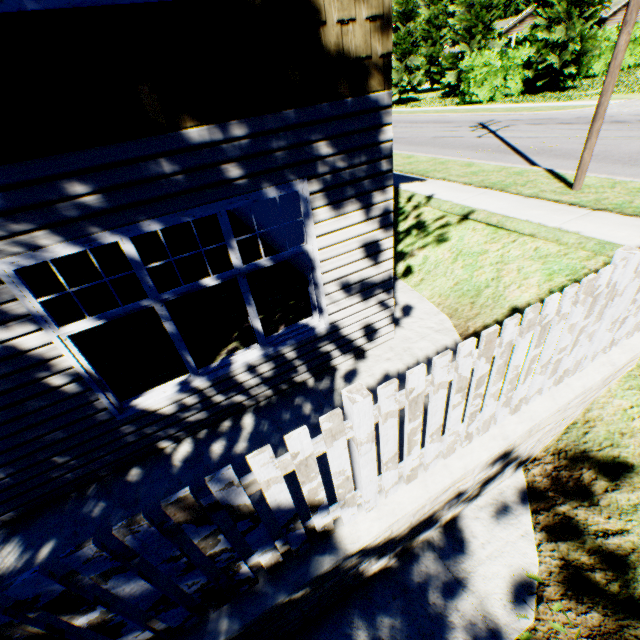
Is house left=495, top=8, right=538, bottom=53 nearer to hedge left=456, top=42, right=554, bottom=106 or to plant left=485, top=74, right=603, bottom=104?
hedge left=456, top=42, right=554, bottom=106

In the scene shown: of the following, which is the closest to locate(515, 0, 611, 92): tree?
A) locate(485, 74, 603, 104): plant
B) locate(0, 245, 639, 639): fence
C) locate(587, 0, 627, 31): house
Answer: locate(587, 0, 627, 31): house

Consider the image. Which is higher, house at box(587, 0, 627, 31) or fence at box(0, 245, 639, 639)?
house at box(587, 0, 627, 31)

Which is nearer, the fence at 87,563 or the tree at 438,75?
the fence at 87,563

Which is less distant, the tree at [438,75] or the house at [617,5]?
the tree at [438,75]

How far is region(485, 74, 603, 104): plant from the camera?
18.64m

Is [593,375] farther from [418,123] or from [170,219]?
[418,123]

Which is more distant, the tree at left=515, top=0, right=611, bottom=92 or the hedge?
the hedge
